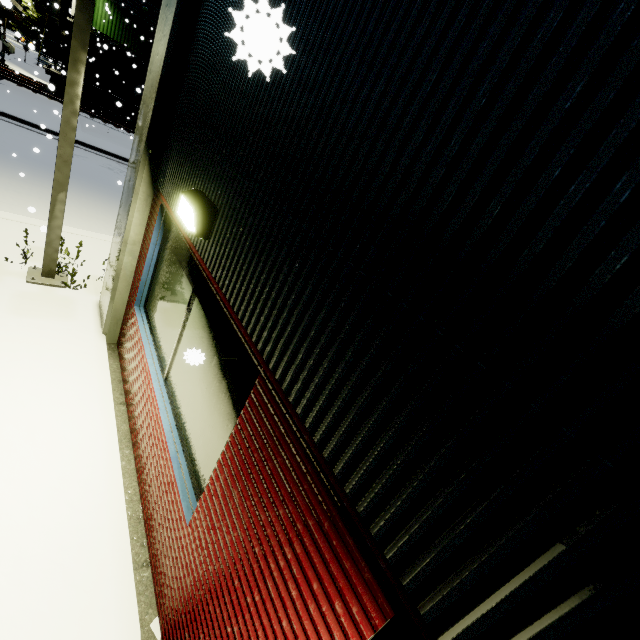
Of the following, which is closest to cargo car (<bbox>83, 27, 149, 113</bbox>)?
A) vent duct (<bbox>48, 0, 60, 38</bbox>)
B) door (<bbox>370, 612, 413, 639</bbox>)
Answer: vent duct (<bbox>48, 0, 60, 38</bbox>)

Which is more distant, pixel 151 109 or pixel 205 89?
pixel 151 109

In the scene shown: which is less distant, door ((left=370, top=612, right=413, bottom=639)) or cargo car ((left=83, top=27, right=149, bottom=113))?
door ((left=370, top=612, right=413, bottom=639))

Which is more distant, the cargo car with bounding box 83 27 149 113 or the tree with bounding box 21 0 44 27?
the tree with bounding box 21 0 44 27

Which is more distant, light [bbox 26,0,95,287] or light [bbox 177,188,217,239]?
light [bbox 26,0,95,287]

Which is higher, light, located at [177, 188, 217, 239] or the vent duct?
the vent duct

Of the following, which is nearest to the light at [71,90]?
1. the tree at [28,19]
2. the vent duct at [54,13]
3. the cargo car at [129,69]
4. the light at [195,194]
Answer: the light at [195,194]

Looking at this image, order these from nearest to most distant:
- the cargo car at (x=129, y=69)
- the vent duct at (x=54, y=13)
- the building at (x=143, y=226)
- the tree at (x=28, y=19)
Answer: the building at (x=143, y=226) → the cargo car at (x=129, y=69) → the vent duct at (x=54, y=13) → the tree at (x=28, y=19)
